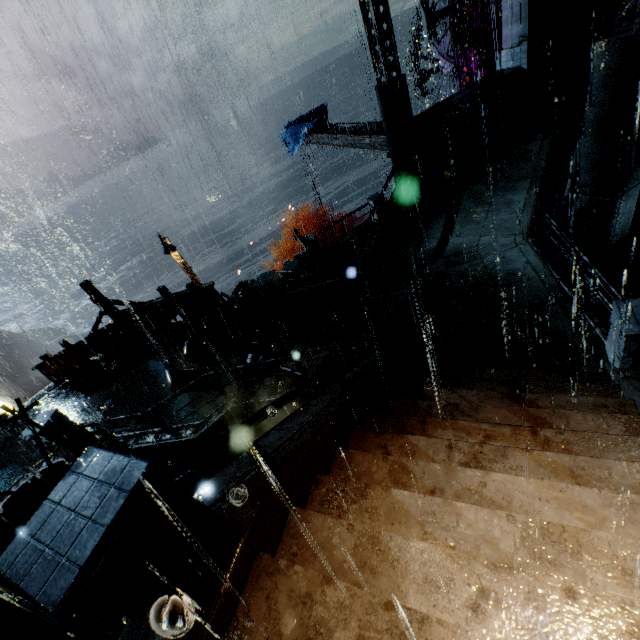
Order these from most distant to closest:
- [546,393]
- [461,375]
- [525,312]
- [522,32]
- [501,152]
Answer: [522,32] < [501,152] < [525,312] < [461,375] < [546,393]

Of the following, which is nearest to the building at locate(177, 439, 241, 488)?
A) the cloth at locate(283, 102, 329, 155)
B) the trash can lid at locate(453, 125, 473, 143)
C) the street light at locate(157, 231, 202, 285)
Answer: the street light at locate(157, 231, 202, 285)

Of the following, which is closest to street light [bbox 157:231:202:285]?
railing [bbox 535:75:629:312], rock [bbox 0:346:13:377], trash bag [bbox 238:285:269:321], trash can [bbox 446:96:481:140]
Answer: trash bag [bbox 238:285:269:321]

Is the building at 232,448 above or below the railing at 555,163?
below

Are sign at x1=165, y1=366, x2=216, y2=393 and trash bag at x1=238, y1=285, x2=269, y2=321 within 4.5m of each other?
yes

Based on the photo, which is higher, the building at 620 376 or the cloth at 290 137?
the cloth at 290 137

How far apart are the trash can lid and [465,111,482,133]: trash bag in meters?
0.0

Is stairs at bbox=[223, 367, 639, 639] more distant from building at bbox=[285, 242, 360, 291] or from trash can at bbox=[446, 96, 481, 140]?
trash can at bbox=[446, 96, 481, 140]
